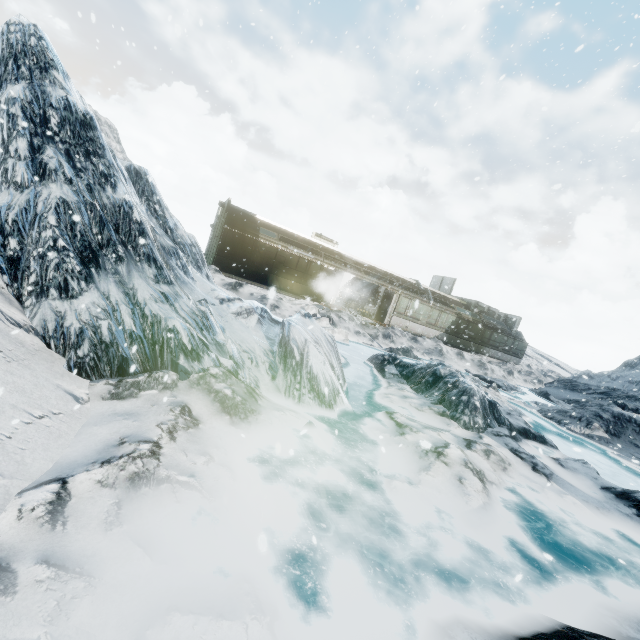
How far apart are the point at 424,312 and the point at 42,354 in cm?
2648
